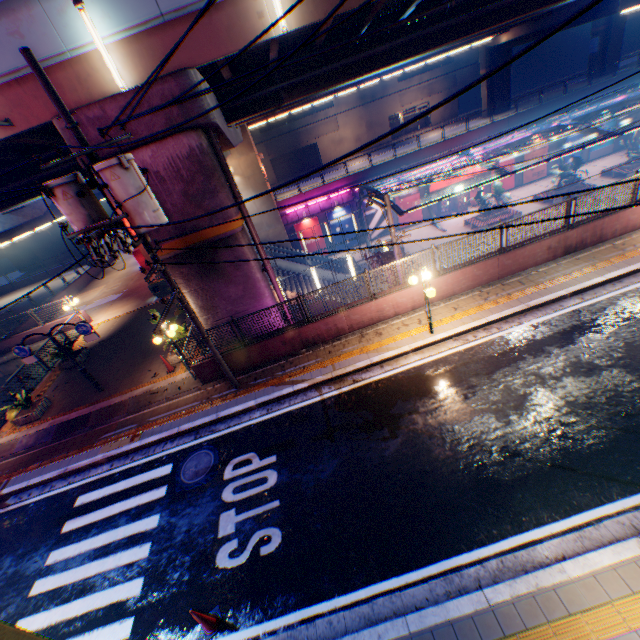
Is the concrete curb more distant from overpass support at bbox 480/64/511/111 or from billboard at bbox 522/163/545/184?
billboard at bbox 522/163/545/184

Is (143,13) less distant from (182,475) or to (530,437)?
(182,475)

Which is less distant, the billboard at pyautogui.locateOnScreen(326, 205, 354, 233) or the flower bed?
the flower bed

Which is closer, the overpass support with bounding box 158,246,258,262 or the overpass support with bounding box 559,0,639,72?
the overpass support with bounding box 158,246,258,262

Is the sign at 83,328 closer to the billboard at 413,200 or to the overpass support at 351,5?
the overpass support at 351,5

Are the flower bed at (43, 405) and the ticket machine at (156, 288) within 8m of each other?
no

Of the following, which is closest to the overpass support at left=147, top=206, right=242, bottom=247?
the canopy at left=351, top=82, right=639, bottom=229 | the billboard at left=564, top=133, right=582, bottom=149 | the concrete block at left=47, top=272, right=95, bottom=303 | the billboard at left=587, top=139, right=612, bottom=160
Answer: the concrete block at left=47, top=272, right=95, bottom=303

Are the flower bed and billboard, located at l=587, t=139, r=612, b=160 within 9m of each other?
no
